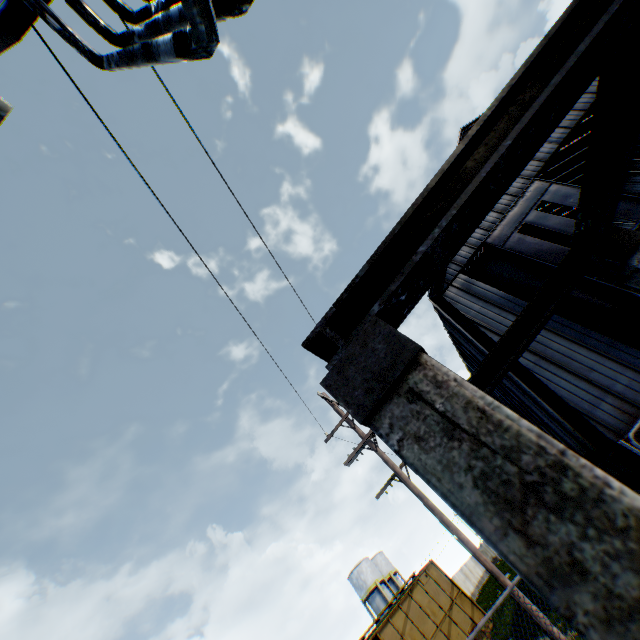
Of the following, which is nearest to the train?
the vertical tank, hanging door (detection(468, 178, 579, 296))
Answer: hanging door (detection(468, 178, 579, 296))

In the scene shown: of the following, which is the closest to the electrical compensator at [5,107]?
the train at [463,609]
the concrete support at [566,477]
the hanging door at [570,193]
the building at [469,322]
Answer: the concrete support at [566,477]

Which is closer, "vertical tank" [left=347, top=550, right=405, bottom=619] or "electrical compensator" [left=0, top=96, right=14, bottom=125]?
"electrical compensator" [left=0, top=96, right=14, bottom=125]

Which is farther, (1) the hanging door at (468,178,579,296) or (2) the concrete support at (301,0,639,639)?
(1) the hanging door at (468,178,579,296)

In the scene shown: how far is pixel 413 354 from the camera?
1.1 meters

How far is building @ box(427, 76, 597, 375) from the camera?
16.2m

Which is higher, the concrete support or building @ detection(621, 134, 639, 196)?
building @ detection(621, 134, 639, 196)

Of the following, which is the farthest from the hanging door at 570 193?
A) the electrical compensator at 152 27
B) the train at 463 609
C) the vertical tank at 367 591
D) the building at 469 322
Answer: the vertical tank at 367 591
